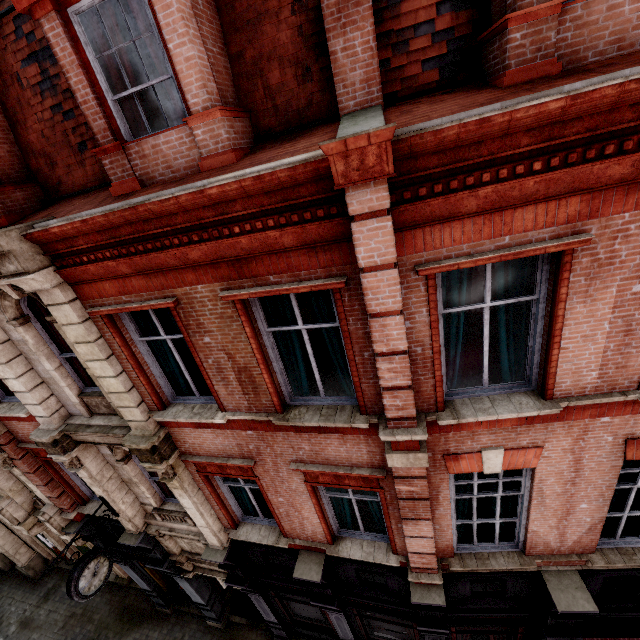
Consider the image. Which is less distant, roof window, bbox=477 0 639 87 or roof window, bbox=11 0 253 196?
roof window, bbox=477 0 639 87

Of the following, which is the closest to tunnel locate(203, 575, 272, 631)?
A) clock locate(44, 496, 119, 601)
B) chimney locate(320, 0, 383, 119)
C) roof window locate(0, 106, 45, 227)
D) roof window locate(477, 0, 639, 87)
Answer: clock locate(44, 496, 119, 601)

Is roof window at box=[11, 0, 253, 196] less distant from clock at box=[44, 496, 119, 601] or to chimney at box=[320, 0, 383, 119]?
chimney at box=[320, 0, 383, 119]

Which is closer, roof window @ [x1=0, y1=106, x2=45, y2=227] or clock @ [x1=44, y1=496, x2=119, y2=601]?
roof window @ [x1=0, y1=106, x2=45, y2=227]

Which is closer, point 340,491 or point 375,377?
point 375,377

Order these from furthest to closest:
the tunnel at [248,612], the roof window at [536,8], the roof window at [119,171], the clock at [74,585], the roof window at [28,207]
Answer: the tunnel at [248,612] < the clock at [74,585] < the roof window at [28,207] < the roof window at [119,171] < the roof window at [536,8]

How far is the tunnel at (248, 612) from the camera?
11.5 meters

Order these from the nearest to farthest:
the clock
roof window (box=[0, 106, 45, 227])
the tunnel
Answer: roof window (box=[0, 106, 45, 227])
the clock
the tunnel
